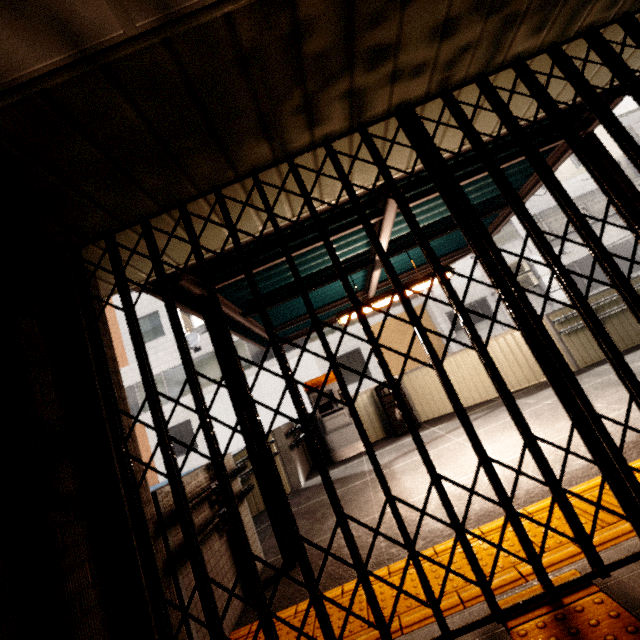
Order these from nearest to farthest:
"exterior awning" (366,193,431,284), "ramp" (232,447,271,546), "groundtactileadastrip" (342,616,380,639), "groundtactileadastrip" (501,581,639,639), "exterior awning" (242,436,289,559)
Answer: "groundtactileadastrip" (501,581,639,639)
"groundtactileadastrip" (342,616,380,639)
"exterior awning" (242,436,289,559)
"exterior awning" (366,193,431,284)
"ramp" (232,447,271,546)

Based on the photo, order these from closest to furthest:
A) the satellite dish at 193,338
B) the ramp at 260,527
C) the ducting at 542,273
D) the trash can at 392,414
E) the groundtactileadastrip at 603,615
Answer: the groundtactileadastrip at 603,615
the ramp at 260,527
the trash can at 392,414
the ducting at 542,273
the satellite dish at 193,338

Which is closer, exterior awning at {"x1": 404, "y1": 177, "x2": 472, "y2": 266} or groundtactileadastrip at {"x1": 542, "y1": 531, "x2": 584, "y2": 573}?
groundtactileadastrip at {"x1": 542, "y1": 531, "x2": 584, "y2": 573}

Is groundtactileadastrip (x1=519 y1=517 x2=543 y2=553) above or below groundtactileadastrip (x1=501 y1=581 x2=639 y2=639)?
above

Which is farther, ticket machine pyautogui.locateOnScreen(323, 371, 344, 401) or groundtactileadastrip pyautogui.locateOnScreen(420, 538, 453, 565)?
ticket machine pyautogui.locateOnScreen(323, 371, 344, 401)

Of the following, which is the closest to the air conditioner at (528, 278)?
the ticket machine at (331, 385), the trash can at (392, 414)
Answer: the trash can at (392, 414)

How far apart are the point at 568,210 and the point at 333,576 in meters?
3.2 m

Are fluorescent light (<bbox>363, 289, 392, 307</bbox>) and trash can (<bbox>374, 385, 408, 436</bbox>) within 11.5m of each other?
yes
